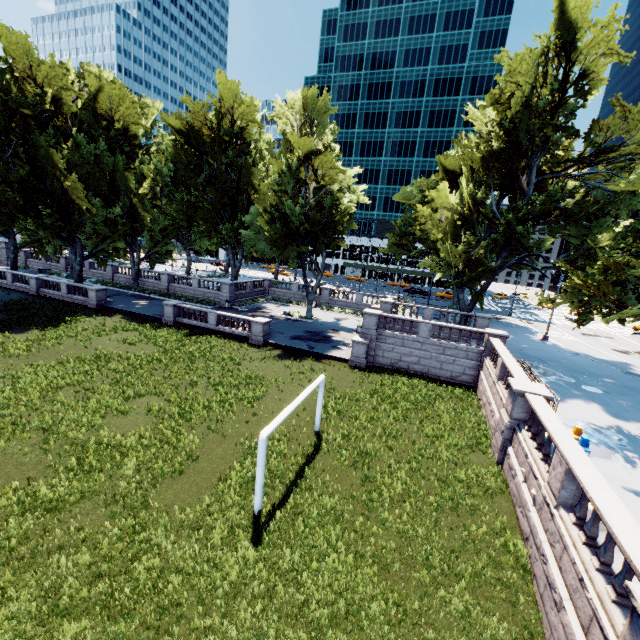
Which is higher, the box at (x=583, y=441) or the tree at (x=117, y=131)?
the tree at (x=117, y=131)

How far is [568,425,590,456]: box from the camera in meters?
11.3

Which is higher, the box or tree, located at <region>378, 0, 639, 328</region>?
tree, located at <region>378, 0, 639, 328</region>

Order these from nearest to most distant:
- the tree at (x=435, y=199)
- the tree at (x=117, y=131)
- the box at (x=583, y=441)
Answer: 1. the box at (x=583, y=441)
2. the tree at (x=435, y=199)
3. the tree at (x=117, y=131)

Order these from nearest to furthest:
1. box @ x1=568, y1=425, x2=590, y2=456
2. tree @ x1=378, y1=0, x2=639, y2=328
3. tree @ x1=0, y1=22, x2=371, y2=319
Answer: box @ x1=568, y1=425, x2=590, y2=456 < tree @ x1=378, y1=0, x2=639, y2=328 < tree @ x1=0, y1=22, x2=371, y2=319

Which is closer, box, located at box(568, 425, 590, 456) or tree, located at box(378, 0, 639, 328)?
box, located at box(568, 425, 590, 456)

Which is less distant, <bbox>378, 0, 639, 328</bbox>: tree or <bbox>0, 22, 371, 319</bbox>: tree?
<bbox>378, 0, 639, 328</bbox>: tree

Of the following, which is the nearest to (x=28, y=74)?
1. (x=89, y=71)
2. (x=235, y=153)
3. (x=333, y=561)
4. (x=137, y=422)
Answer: (x=89, y=71)
